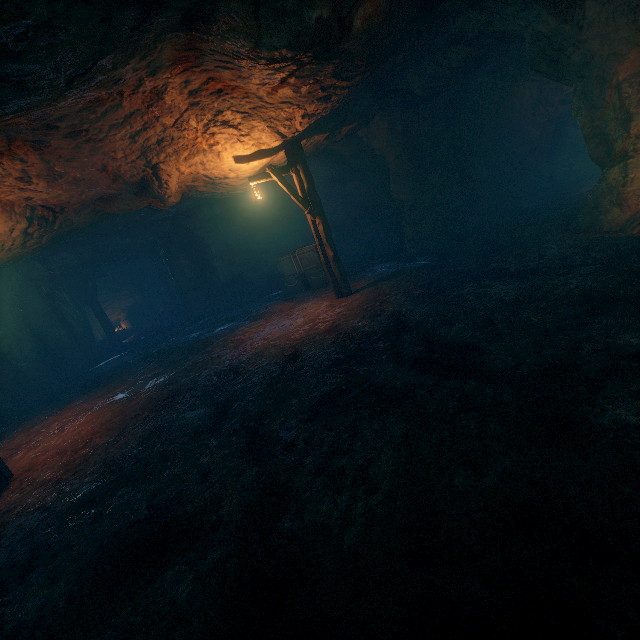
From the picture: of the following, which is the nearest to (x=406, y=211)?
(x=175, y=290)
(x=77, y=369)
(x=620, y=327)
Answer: (x=620, y=327)

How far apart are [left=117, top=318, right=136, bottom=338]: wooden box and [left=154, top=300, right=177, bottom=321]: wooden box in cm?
157

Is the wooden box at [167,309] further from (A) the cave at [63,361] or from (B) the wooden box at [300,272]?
(B) the wooden box at [300,272]

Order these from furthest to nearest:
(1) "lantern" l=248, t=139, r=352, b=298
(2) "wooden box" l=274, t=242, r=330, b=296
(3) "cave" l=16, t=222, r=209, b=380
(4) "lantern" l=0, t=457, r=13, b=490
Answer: (3) "cave" l=16, t=222, r=209, b=380 → (2) "wooden box" l=274, t=242, r=330, b=296 → (1) "lantern" l=248, t=139, r=352, b=298 → (4) "lantern" l=0, t=457, r=13, b=490

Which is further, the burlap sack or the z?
the z

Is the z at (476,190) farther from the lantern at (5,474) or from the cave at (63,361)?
the lantern at (5,474)

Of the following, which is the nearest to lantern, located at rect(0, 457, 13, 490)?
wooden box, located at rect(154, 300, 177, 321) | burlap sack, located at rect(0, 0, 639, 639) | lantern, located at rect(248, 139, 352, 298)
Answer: burlap sack, located at rect(0, 0, 639, 639)

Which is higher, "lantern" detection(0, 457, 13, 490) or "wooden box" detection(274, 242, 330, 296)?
"wooden box" detection(274, 242, 330, 296)
